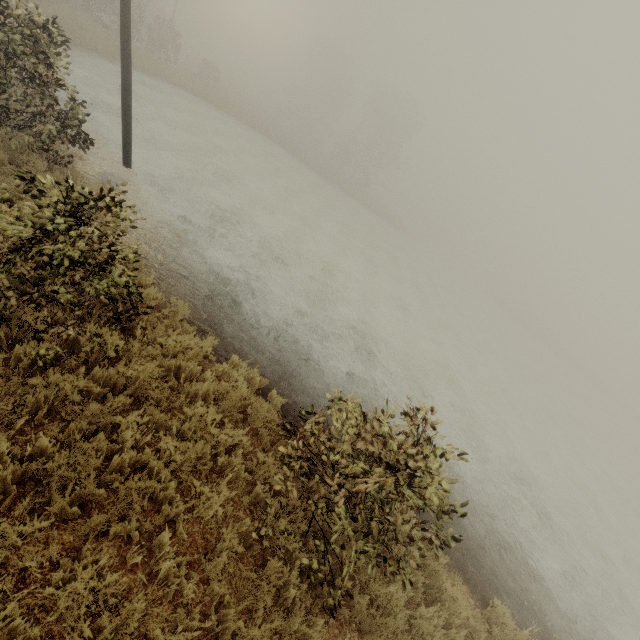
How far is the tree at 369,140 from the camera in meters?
46.1 m

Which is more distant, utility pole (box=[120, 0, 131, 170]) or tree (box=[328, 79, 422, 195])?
tree (box=[328, 79, 422, 195])

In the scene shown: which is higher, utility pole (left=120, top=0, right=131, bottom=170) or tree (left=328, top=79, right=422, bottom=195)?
tree (left=328, top=79, right=422, bottom=195)

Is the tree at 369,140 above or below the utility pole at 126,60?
above

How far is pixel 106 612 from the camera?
2.8 meters

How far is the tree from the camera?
46.1 meters
